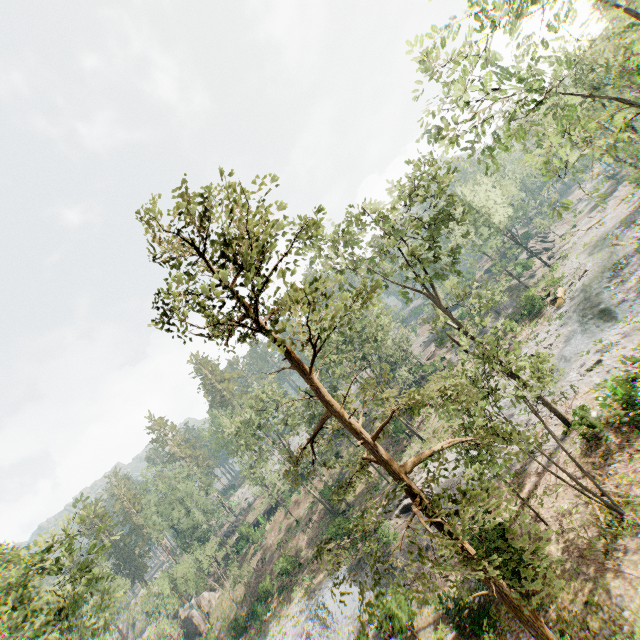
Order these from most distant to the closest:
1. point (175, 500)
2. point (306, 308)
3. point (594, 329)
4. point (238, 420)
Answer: point (175, 500), point (238, 420), point (594, 329), point (306, 308)

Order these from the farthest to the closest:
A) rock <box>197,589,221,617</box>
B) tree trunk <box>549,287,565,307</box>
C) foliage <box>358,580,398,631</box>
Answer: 1. rock <box>197,589,221,617</box>
2. tree trunk <box>549,287,565,307</box>
3. foliage <box>358,580,398,631</box>

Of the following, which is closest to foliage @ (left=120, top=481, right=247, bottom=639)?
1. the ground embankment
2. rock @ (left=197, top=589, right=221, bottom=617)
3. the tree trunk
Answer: the ground embankment

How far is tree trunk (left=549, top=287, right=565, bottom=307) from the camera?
35.2 meters

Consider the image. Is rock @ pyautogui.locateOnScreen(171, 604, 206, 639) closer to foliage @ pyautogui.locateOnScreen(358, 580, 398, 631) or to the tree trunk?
foliage @ pyautogui.locateOnScreen(358, 580, 398, 631)

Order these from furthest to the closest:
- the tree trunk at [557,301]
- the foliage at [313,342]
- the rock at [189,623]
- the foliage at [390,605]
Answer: the rock at [189,623], the tree trunk at [557,301], the foliage at [313,342], the foliage at [390,605]

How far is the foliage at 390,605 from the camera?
5.9 meters

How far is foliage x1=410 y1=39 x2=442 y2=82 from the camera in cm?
1029
